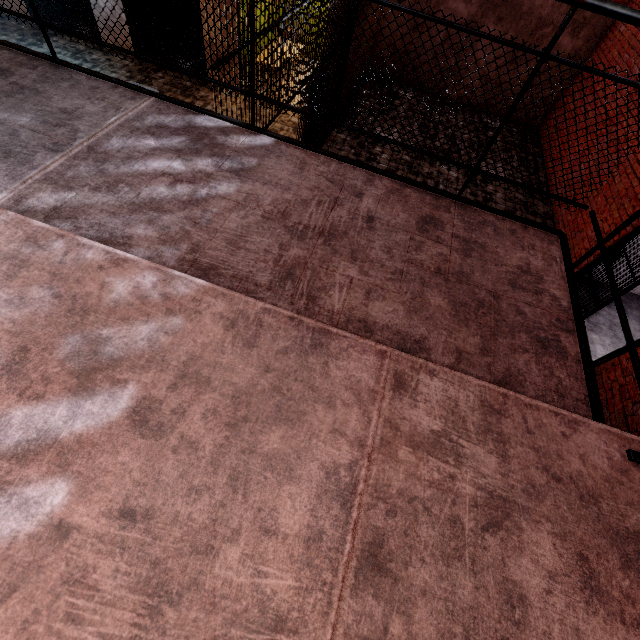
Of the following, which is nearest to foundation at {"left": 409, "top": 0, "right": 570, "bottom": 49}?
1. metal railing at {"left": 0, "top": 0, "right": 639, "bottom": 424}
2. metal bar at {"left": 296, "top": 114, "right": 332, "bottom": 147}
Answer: metal bar at {"left": 296, "top": 114, "right": 332, "bottom": 147}

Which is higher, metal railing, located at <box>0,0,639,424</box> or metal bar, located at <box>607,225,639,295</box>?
metal railing, located at <box>0,0,639,424</box>

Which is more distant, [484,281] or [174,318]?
[484,281]

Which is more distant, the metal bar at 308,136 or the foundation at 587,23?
the foundation at 587,23

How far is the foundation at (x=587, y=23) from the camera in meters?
8.3 m

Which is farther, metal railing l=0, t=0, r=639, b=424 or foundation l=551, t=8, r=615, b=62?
foundation l=551, t=8, r=615, b=62

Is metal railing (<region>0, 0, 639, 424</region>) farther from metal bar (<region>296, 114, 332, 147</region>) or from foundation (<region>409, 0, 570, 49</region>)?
foundation (<region>409, 0, 570, 49</region>)

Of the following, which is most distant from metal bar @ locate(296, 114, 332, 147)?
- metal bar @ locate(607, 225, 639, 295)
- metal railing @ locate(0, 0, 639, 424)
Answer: metal bar @ locate(607, 225, 639, 295)
